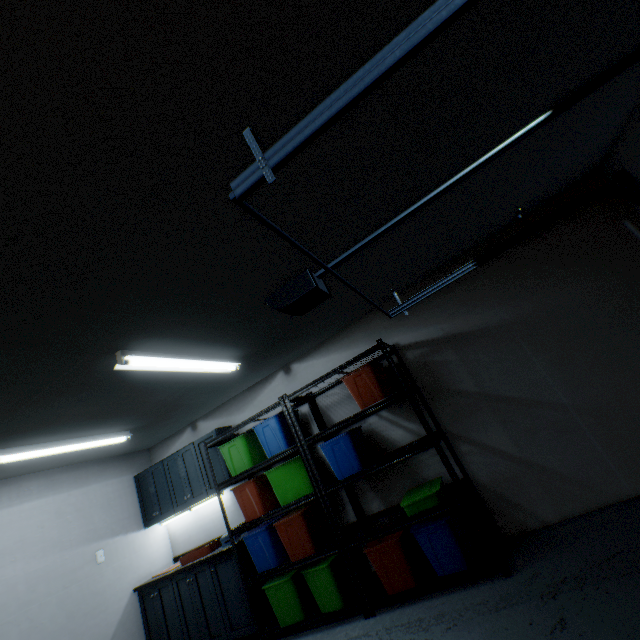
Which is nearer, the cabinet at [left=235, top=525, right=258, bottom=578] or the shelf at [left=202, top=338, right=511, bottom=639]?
the shelf at [left=202, top=338, right=511, bottom=639]

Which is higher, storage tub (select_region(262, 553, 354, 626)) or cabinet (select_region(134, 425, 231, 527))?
cabinet (select_region(134, 425, 231, 527))

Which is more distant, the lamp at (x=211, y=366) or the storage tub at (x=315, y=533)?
the storage tub at (x=315, y=533)

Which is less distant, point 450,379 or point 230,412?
point 450,379

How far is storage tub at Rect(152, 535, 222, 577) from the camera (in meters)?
3.60

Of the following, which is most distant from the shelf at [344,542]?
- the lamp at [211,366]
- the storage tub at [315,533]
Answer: the lamp at [211,366]

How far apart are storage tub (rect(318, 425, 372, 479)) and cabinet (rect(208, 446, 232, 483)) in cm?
135

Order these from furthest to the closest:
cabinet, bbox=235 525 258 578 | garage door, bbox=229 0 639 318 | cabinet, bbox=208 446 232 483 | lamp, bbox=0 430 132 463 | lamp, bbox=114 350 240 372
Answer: cabinet, bbox=208 446 232 483 < cabinet, bbox=235 525 258 578 < lamp, bbox=0 430 132 463 < lamp, bbox=114 350 240 372 < garage door, bbox=229 0 639 318
